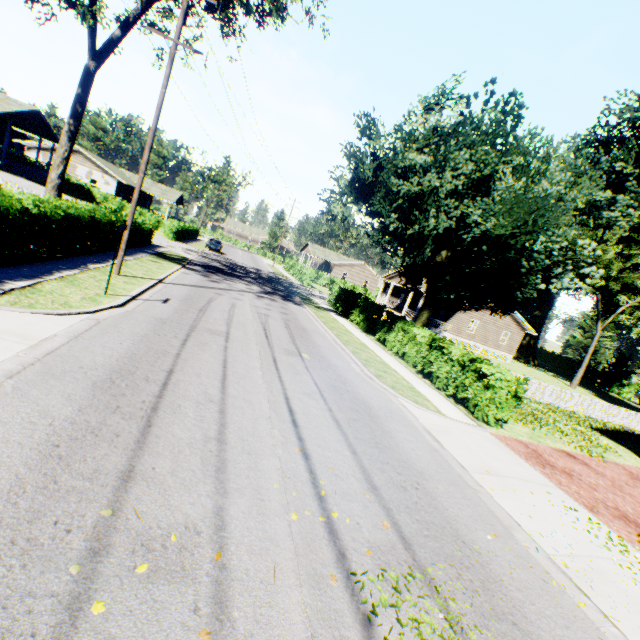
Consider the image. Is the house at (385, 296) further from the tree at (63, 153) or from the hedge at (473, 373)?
the tree at (63, 153)

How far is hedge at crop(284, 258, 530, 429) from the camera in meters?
11.5 m

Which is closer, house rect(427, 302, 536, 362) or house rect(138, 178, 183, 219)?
house rect(427, 302, 536, 362)

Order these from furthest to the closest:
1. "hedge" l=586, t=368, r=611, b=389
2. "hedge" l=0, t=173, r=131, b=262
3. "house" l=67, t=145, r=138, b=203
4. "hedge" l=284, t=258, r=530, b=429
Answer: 1. "hedge" l=586, t=368, r=611, b=389
2. "house" l=67, t=145, r=138, b=203
3. "hedge" l=284, t=258, r=530, b=429
4. "hedge" l=0, t=173, r=131, b=262

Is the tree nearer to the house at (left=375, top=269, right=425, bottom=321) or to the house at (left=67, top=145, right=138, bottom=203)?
the house at (left=67, top=145, right=138, bottom=203)

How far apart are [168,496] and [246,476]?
1.1 meters

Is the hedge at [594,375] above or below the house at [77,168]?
below

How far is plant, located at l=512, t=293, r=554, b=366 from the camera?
50.38m
